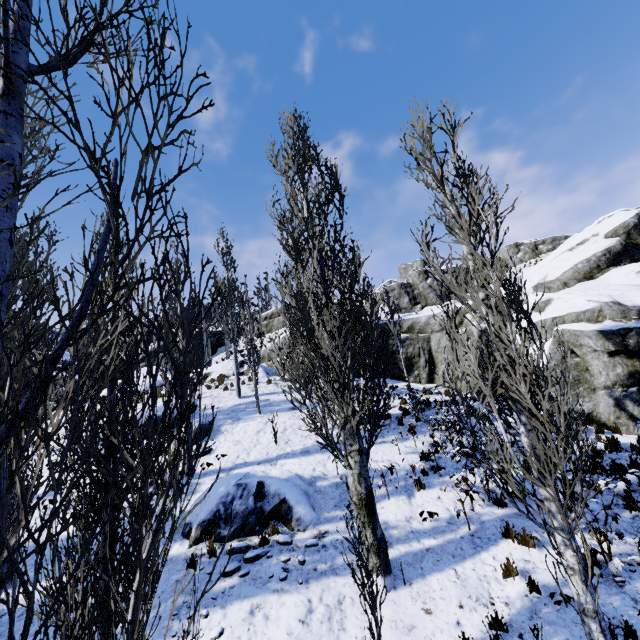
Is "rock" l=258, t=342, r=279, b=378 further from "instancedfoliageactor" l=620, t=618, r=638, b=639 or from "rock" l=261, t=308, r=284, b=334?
"rock" l=261, t=308, r=284, b=334

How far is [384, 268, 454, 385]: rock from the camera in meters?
18.2 m

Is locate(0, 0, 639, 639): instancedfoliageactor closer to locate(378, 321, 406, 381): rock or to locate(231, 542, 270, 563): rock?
locate(378, 321, 406, 381): rock

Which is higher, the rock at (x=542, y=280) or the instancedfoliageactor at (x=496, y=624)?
the rock at (x=542, y=280)

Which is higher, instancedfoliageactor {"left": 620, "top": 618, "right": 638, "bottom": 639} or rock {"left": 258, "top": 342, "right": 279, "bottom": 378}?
rock {"left": 258, "top": 342, "right": 279, "bottom": 378}

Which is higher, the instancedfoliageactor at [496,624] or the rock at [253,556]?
the rock at [253,556]

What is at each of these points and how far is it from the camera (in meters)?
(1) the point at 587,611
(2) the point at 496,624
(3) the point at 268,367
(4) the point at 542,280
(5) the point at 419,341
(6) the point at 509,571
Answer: (1) instancedfoliageactor, 3.96
(2) instancedfoliageactor, 5.80
(3) rock, 22.27
(4) rock, 24.83
(5) rock, 18.92
(6) instancedfoliageactor, 6.67
